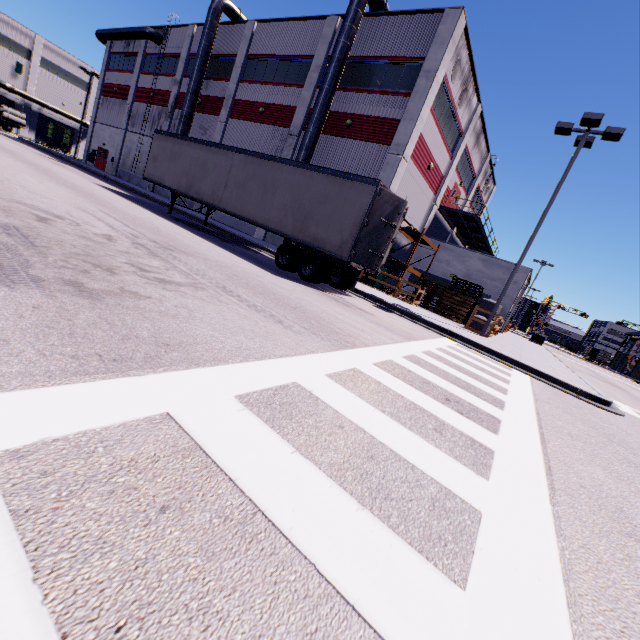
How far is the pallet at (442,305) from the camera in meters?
21.2

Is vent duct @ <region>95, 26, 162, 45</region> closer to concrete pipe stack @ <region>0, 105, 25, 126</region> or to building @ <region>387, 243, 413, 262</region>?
building @ <region>387, 243, 413, 262</region>

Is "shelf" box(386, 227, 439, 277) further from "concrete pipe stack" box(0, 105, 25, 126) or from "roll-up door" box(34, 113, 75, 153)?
"concrete pipe stack" box(0, 105, 25, 126)

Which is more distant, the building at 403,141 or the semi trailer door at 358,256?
the building at 403,141

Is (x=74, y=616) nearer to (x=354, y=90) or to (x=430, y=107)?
(x=430, y=107)

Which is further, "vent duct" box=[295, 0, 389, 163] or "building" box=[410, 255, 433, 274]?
"building" box=[410, 255, 433, 274]

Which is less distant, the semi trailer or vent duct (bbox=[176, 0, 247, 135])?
the semi trailer

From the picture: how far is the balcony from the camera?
25.6m
